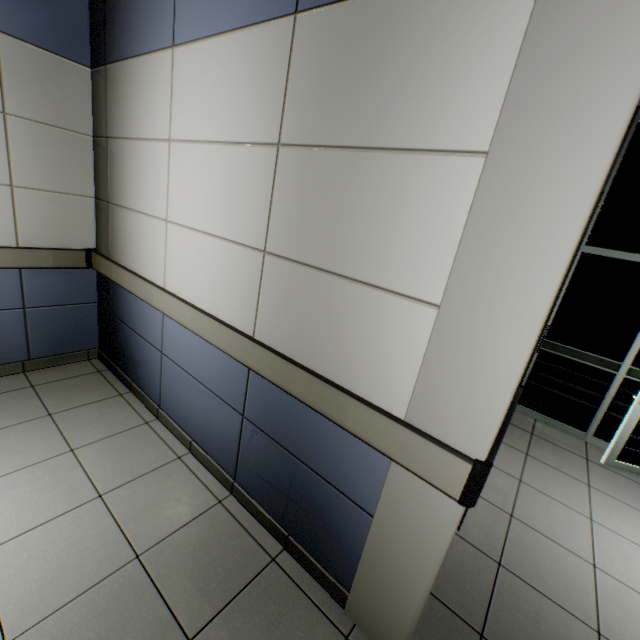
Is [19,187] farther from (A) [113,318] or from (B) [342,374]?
(B) [342,374]
